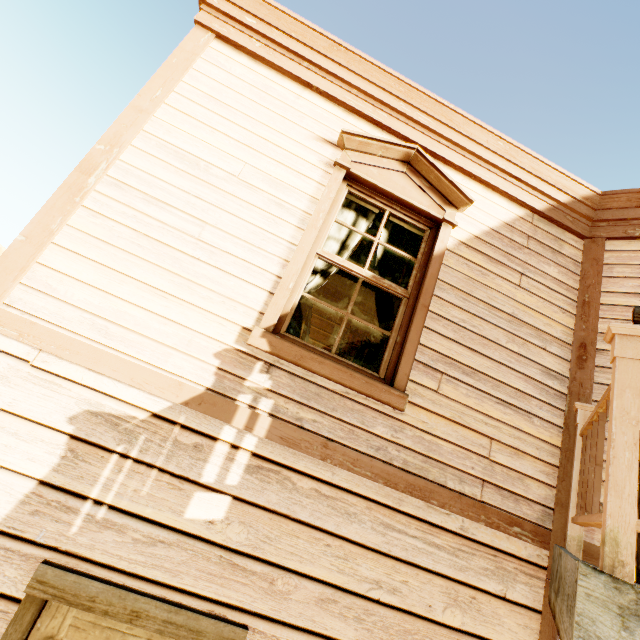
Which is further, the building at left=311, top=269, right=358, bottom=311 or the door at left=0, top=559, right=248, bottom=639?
the building at left=311, top=269, right=358, bottom=311

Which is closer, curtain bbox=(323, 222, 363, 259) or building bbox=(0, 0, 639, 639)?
building bbox=(0, 0, 639, 639)

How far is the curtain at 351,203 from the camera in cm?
310

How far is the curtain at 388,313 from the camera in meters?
2.9 m

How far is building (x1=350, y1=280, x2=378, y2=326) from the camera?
6.04m

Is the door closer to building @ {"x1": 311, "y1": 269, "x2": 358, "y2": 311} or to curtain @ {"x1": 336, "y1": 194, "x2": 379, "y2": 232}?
building @ {"x1": 311, "y1": 269, "x2": 358, "y2": 311}

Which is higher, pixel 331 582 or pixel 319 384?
pixel 319 384

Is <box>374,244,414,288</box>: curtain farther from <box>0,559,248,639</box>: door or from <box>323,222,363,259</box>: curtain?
<box>0,559,248,639</box>: door
